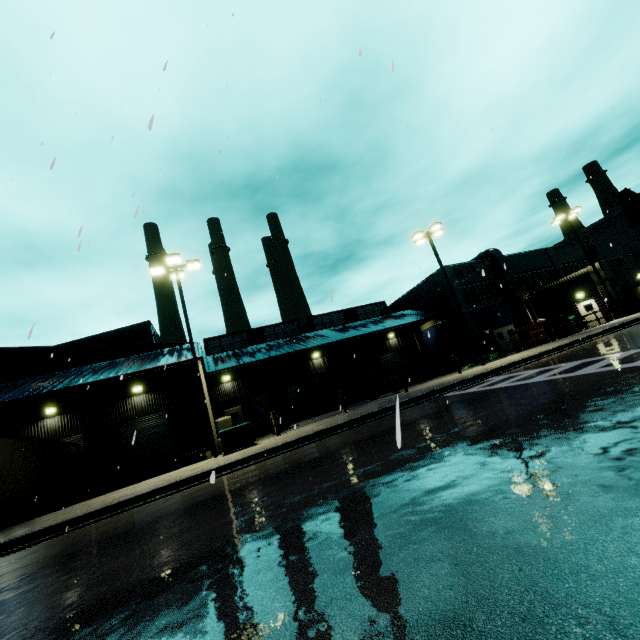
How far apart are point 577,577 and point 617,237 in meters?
73.7 m

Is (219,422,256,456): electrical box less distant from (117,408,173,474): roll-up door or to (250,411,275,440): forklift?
(250,411,275,440): forklift

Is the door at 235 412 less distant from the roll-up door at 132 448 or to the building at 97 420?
the building at 97 420

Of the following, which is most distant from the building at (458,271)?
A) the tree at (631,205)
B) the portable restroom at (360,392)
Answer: the portable restroom at (360,392)

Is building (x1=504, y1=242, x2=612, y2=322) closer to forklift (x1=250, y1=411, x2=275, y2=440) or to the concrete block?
the concrete block

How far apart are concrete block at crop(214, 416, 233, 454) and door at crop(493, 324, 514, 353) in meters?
26.1 m

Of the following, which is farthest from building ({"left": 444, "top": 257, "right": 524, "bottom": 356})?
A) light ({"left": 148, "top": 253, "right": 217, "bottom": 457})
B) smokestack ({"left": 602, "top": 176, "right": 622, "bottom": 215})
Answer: smokestack ({"left": 602, "top": 176, "right": 622, "bottom": 215})

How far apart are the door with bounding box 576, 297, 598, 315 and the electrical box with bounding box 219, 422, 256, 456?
30.9m
